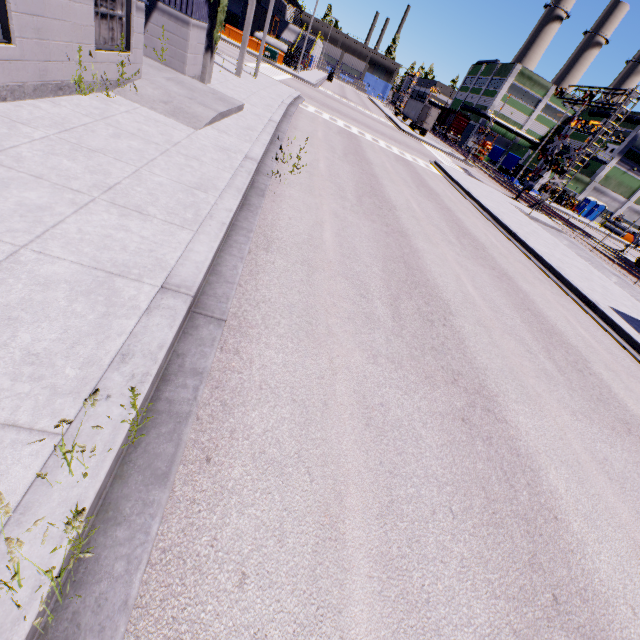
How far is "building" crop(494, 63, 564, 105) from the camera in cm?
5741

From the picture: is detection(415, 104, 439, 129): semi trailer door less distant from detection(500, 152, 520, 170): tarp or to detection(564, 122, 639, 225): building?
detection(500, 152, 520, 170): tarp

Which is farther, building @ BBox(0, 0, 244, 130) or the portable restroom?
the portable restroom

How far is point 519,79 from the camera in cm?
5791

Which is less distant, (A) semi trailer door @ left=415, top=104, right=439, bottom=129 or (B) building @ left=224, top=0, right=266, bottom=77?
(B) building @ left=224, top=0, right=266, bottom=77

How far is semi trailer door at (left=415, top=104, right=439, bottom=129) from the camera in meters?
46.6

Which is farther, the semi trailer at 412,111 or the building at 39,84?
the semi trailer at 412,111

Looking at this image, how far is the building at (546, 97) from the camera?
57.41m
